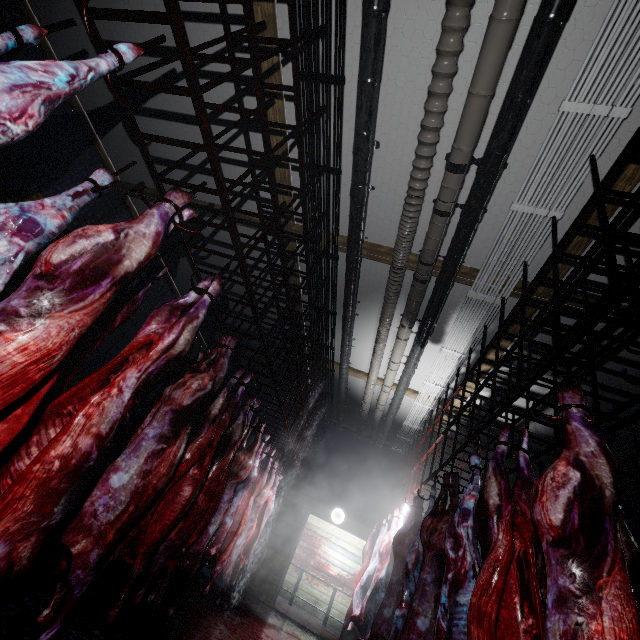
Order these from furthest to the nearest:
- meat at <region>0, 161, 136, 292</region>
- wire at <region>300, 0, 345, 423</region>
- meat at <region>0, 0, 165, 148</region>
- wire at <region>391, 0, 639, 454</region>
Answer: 1. wire at <region>300, 0, 345, 423</region>
2. wire at <region>391, 0, 639, 454</region>
3. meat at <region>0, 161, 136, 292</region>
4. meat at <region>0, 0, 165, 148</region>

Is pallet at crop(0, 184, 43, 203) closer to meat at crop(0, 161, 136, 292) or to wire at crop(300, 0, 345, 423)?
meat at crop(0, 161, 136, 292)

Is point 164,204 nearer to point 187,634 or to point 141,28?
point 141,28

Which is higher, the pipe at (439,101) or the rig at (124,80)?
the pipe at (439,101)

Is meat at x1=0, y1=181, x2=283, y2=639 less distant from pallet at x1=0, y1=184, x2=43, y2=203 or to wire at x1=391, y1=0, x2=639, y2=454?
pallet at x1=0, y1=184, x2=43, y2=203

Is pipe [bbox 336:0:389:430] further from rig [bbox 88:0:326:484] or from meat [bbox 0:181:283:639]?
meat [bbox 0:181:283:639]

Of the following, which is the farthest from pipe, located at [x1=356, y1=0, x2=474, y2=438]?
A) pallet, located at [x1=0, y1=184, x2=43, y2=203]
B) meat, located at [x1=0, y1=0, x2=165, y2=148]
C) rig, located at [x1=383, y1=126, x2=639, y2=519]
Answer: pallet, located at [x1=0, y1=184, x2=43, y2=203]

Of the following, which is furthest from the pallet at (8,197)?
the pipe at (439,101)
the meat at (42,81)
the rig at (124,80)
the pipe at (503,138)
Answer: the pipe at (503,138)
